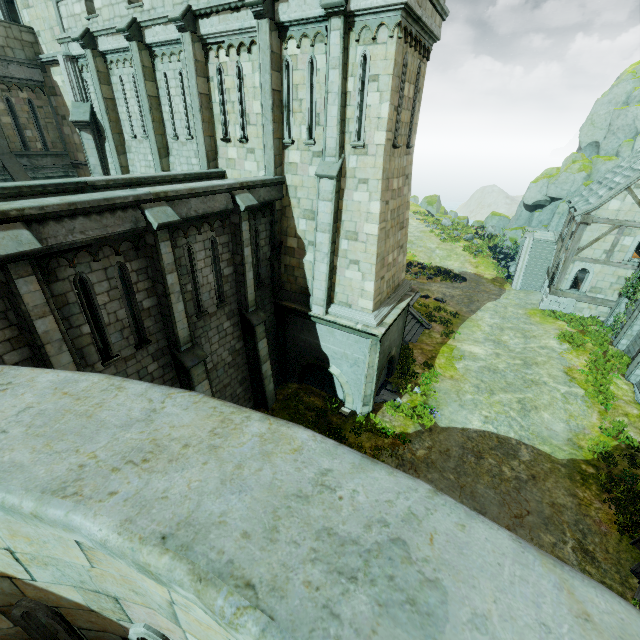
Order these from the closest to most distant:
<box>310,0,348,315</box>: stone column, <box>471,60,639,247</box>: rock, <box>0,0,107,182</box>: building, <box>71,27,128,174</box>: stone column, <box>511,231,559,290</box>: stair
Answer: <box>310,0,348,315</box>: stone column < <box>71,27,128,174</box>: stone column < <box>0,0,107,182</box>: building < <box>511,231,559,290</box>: stair < <box>471,60,639,247</box>: rock

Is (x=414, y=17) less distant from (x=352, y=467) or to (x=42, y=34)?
(x=352, y=467)

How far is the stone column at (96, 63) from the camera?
14.4 meters

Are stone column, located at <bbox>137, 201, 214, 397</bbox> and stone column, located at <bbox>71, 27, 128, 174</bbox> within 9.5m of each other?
no

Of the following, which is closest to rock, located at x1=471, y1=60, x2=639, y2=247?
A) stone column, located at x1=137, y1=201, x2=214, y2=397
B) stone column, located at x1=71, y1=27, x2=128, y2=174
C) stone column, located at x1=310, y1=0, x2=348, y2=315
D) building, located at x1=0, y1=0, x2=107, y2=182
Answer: building, located at x1=0, y1=0, x2=107, y2=182

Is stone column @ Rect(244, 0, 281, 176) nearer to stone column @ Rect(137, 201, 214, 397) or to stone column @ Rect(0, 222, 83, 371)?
stone column @ Rect(137, 201, 214, 397)

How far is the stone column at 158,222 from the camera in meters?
8.4

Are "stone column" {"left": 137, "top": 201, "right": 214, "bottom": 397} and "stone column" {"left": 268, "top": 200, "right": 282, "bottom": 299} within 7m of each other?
yes
